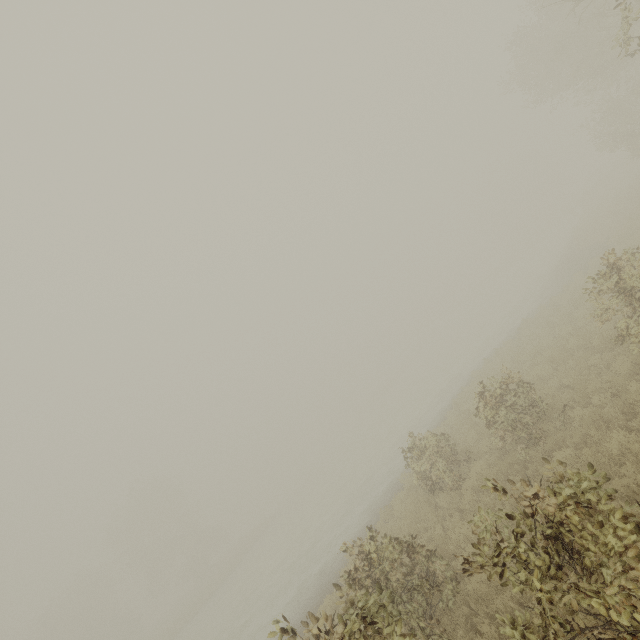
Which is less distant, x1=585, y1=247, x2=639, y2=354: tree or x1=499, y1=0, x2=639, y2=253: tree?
x1=585, y1=247, x2=639, y2=354: tree

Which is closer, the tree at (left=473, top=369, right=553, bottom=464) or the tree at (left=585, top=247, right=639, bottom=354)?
the tree at (left=585, top=247, right=639, bottom=354)

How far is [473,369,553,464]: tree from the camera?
8.4m

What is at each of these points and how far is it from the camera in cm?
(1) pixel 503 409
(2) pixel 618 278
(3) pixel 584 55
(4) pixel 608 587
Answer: (1) tree, 877
(2) tree, 769
(3) tree, 1967
(4) tree, 297

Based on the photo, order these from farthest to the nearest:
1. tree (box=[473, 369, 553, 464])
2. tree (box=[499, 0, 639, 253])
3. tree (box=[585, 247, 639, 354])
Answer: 1. tree (box=[499, 0, 639, 253])
2. tree (box=[473, 369, 553, 464])
3. tree (box=[585, 247, 639, 354])

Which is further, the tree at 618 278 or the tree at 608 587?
the tree at 618 278

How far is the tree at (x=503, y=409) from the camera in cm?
838
